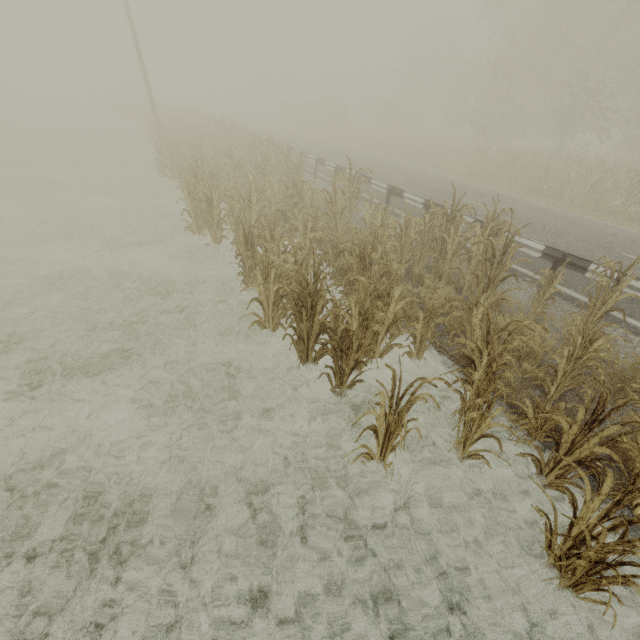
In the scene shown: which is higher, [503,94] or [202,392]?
[503,94]

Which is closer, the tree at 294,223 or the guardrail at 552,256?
the tree at 294,223

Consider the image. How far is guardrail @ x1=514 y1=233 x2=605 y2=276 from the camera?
6.6m

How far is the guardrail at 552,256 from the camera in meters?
6.6 m

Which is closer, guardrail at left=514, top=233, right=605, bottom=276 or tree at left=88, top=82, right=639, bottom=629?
tree at left=88, top=82, right=639, bottom=629
